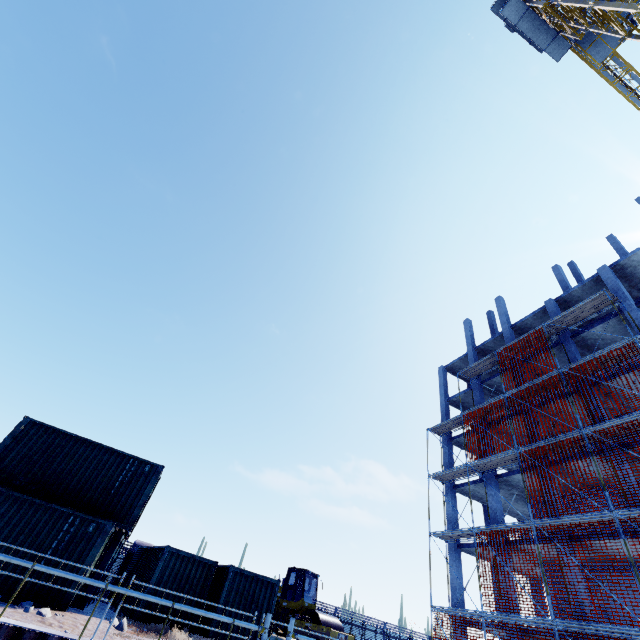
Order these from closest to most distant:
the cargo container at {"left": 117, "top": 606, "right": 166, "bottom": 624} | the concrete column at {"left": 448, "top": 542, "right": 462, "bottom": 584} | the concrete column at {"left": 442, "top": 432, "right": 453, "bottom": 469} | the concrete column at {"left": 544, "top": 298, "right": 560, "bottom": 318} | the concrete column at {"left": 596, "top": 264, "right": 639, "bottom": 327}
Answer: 1. the cargo container at {"left": 117, "top": 606, "right": 166, "bottom": 624}
2. the concrete column at {"left": 596, "top": 264, "right": 639, "bottom": 327}
3. the concrete column at {"left": 448, "top": 542, "right": 462, "bottom": 584}
4. the concrete column at {"left": 544, "top": 298, "right": 560, "bottom": 318}
5. the concrete column at {"left": 442, "top": 432, "right": 453, "bottom": 469}

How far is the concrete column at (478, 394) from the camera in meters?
27.2

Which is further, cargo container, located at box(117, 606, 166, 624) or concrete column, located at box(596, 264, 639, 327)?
concrete column, located at box(596, 264, 639, 327)

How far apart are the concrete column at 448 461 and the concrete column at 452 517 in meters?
0.6 m

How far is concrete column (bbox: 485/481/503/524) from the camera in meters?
21.2

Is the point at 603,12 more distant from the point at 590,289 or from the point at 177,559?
the point at 177,559

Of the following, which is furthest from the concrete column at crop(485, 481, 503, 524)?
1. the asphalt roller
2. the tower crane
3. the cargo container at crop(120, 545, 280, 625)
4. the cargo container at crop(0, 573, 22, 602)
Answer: the tower crane

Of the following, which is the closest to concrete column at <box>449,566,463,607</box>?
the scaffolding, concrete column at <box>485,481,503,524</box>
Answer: the scaffolding
